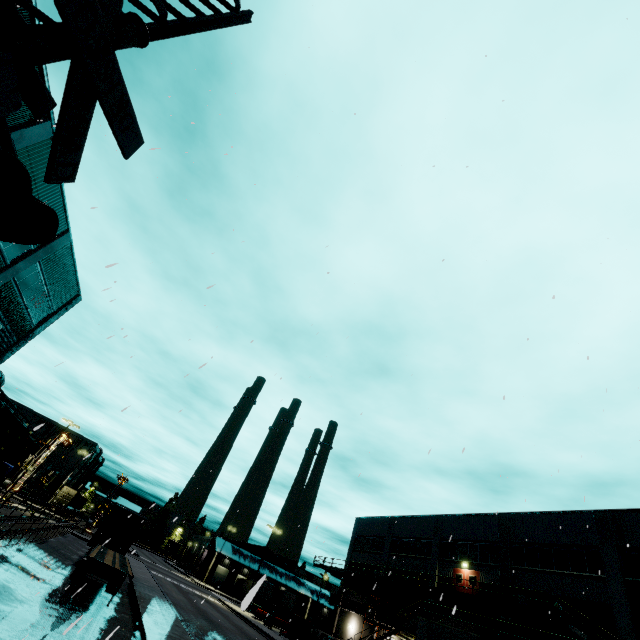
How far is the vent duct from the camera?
32.8m

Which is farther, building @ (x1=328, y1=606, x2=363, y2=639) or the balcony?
building @ (x1=328, y1=606, x2=363, y2=639)

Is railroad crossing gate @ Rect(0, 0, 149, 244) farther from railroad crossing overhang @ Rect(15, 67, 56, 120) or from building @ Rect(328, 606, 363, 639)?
building @ Rect(328, 606, 363, 639)

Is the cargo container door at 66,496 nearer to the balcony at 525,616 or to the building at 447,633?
the building at 447,633

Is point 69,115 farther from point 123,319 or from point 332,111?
point 123,319

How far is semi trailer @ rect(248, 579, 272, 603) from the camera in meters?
1.3 m

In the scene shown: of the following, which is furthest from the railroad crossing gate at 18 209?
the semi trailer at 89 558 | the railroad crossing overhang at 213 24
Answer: the semi trailer at 89 558

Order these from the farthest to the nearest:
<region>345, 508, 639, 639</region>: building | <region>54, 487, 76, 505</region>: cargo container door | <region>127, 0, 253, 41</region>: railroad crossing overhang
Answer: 1. <region>54, 487, 76, 505</region>: cargo container door
2. <region>345, 508, 639, 639</region>: building
3. <region>127, 0, 253, 41</region>: railroad crossing overhang
